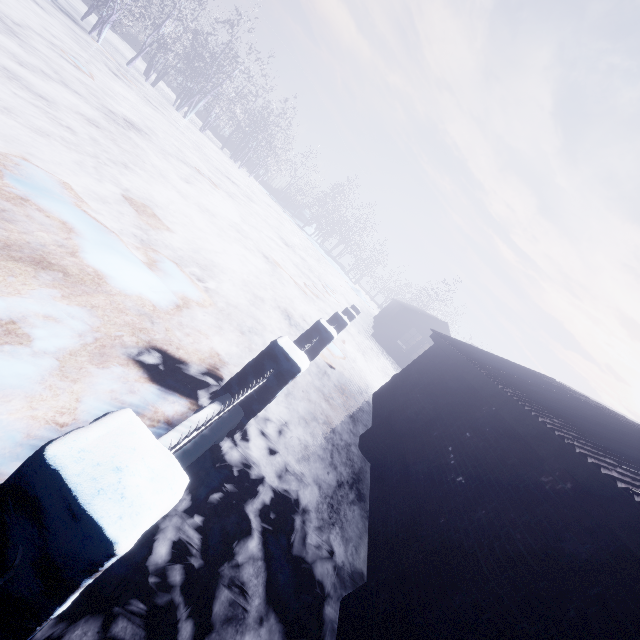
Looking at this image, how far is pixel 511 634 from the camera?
1.98m
